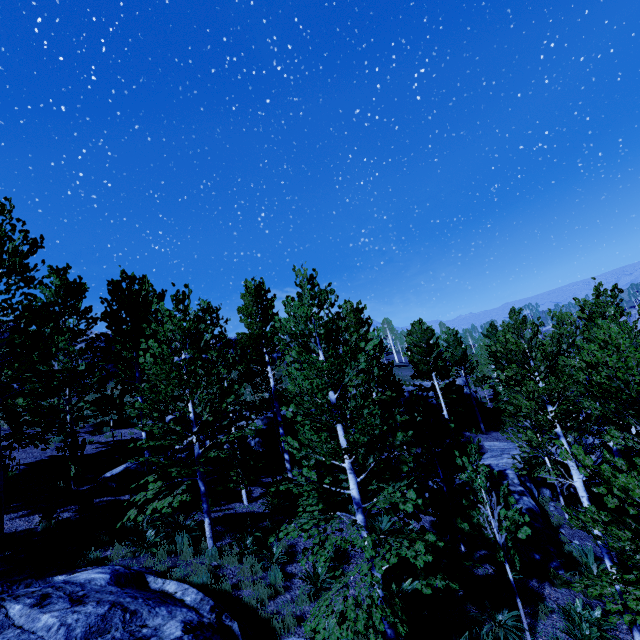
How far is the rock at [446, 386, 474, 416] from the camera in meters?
29.9 m

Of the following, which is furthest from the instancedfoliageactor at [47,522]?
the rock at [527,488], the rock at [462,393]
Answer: the rock at [527,488]

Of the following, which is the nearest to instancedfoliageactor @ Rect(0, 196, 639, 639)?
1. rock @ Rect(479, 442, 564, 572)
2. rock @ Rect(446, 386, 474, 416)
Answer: rock @ Rect(446, 386, 474, 416)

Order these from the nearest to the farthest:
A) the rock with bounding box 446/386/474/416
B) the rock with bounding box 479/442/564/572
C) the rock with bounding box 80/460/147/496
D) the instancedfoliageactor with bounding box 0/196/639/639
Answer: the instancedfoliageactor with bounding box 0/196/639/639
the rock with bounding box 479/442/564/572
the rock with bounding box 80/460/147/496
the rock with bounding box 446/386/474/416

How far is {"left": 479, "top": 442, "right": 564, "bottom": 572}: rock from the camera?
10.86m

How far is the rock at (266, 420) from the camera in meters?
19.4

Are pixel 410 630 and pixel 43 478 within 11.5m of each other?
no

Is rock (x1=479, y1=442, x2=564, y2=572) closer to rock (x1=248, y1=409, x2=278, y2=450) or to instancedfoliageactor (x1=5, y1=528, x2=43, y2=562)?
instancedfoliageactor (x1=5, y1=528, x2=43, y2=562)
